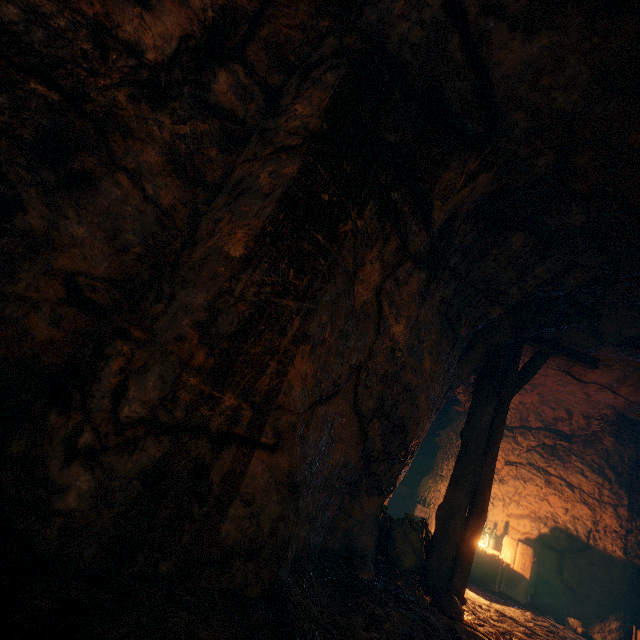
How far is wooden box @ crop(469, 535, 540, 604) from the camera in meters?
6.7 m

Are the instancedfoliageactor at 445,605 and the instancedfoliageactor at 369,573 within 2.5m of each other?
yes

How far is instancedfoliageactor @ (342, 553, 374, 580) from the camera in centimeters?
357cm

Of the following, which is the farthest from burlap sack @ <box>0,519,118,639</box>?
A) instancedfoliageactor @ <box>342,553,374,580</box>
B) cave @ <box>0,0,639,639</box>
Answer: instancedfoliageactor @ <box>342,553,374,580</box>

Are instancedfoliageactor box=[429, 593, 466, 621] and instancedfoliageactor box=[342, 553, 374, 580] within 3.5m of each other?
yes

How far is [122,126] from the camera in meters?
2.8 m

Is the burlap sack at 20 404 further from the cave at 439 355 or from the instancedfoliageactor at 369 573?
the instancedfoliageactor at 369 573

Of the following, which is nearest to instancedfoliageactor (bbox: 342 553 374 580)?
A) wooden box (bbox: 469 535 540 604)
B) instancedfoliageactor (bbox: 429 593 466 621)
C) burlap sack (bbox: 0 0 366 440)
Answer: instancedfoliageactor (bbox: 429 593 466 621)
